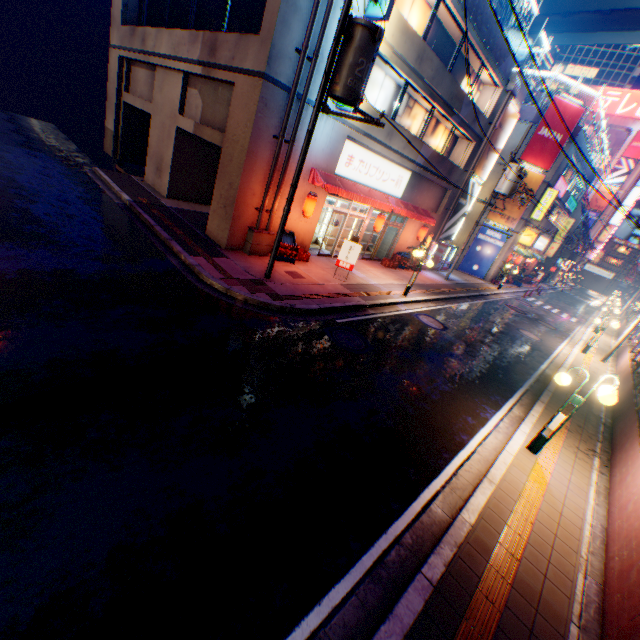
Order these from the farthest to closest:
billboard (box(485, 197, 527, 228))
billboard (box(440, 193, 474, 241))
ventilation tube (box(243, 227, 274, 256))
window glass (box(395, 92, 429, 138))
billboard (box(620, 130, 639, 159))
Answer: billboard (box(620, 130, 639, 159)) < billboard (box(485, 197, 527, 228)) < billboard (box(440, 193, 474, 241)) < window glass (box(395, 92, 429, 138)) < ventilation tube (box(243, 227, 274, 256))

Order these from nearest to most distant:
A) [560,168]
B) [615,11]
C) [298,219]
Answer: [298,219] < [560,168] < [615,11]

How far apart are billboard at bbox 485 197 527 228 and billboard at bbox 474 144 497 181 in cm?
311

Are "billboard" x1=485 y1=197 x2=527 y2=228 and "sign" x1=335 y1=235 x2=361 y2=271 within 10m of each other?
no

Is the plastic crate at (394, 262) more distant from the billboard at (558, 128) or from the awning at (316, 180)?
the billboard at (558, 128)

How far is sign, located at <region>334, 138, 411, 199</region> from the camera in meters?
14.2

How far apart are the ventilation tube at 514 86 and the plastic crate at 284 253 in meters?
16.3

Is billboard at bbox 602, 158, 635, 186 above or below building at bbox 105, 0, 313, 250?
above
